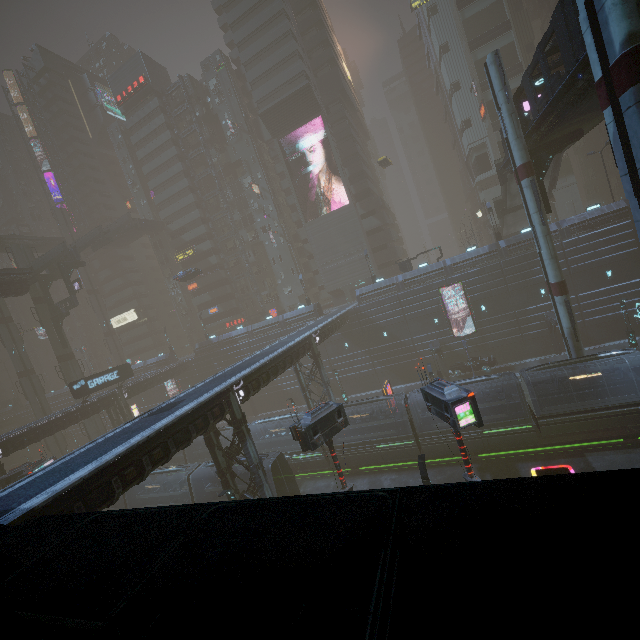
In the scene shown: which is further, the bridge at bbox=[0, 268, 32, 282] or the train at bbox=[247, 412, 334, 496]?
the bridge at bbox=[0, 268, 32, 282]

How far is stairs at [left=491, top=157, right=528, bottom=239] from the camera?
33.38m

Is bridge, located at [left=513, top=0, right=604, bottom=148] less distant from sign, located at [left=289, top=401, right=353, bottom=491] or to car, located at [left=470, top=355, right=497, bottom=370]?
sign, located at [left=289, top=401, right=353, bottom=491]

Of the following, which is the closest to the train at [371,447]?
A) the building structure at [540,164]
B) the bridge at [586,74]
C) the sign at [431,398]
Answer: the sign at [431,398]

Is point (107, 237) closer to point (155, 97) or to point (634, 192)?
point (155, 97)

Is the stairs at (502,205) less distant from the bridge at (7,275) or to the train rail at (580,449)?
the train rail at (580,449)

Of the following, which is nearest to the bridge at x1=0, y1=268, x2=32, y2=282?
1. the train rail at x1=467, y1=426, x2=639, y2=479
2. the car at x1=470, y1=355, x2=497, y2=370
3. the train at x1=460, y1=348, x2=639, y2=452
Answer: the train rail at x1=467, y1=426, x2=639, y2=479

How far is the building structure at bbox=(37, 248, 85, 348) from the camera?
45.0 meters
